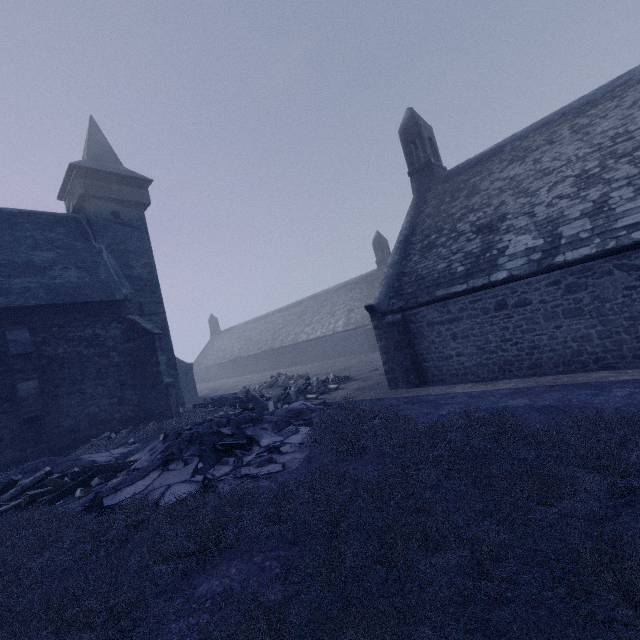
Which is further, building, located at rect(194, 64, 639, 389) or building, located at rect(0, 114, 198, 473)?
building, located at rect(0, 114, 198, 473)

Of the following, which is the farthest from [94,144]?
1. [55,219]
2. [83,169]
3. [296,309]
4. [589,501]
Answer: [296,309]

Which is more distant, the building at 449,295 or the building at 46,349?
the building at 46,349
